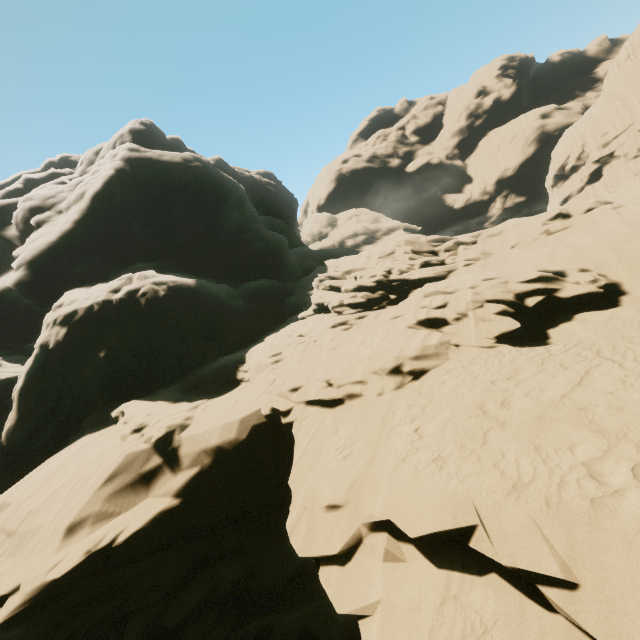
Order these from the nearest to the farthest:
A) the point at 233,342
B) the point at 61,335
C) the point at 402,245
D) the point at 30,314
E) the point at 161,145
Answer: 1. the point at 61,335
2. the point at 402,245
3. the point at 233,342
4. the point at 30,314
5. the point at 161,145
